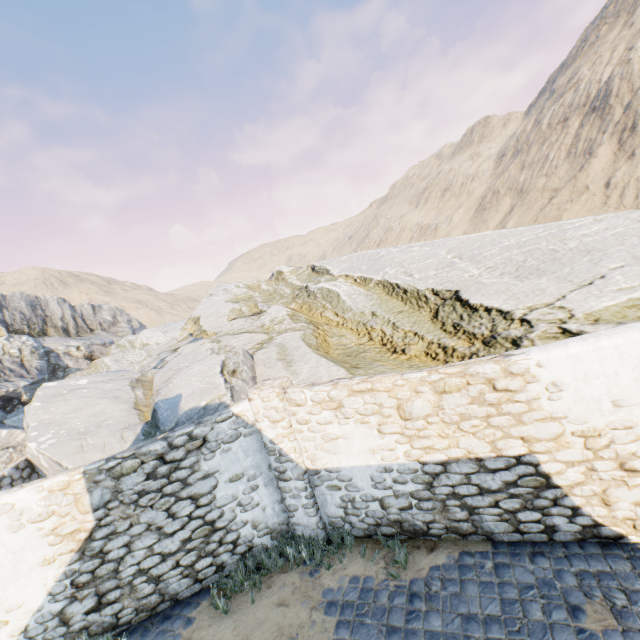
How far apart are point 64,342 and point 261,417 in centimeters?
2069cm

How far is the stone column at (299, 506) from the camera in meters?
6.0

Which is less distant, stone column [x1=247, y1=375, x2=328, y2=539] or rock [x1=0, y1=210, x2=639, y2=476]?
stone column [x1=247, y1=375, x2=328, y2=539]

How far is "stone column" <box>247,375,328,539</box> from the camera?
6.0 meters

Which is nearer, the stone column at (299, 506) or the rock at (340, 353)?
the stone column at (299, 506)
